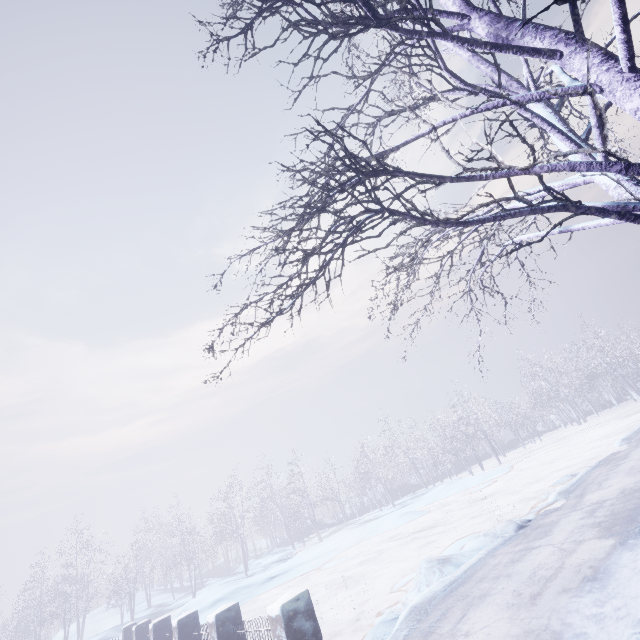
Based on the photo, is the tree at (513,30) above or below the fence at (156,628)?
above

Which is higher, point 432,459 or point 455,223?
point 455,223

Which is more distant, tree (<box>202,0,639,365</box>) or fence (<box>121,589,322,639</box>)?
fence (<box>121,589,322,639</box>)

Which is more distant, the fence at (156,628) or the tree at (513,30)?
the fence at (156,628)

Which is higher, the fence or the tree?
the tree
